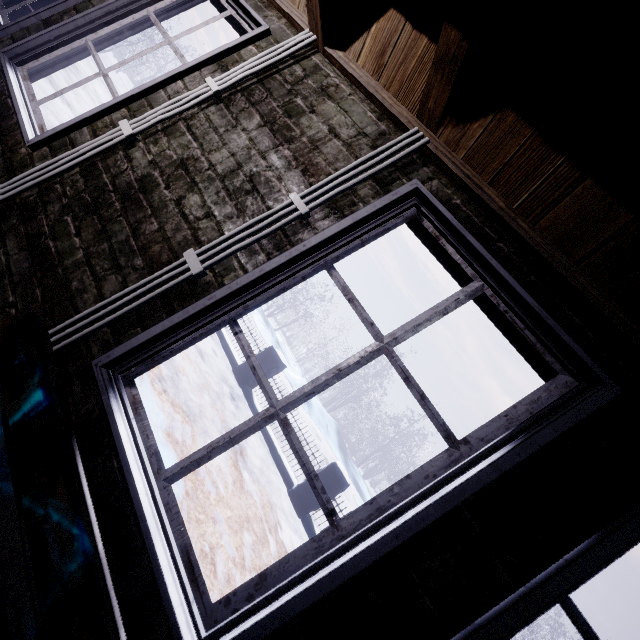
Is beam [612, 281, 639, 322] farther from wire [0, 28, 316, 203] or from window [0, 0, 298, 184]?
wire [0, 28, 316, 203]

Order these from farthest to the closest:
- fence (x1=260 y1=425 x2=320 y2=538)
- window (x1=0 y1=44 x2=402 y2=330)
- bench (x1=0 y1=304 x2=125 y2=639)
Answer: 1. fence (x1=260 y1=425 x2=320 y2=538)
2. window (x1=0 y1=44 x2=402 y2=330)
3. bench (x1=0 y1=304 x2=125 y2=639)

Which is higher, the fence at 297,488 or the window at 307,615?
the window at 307,615

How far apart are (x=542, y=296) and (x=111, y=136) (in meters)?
1.83

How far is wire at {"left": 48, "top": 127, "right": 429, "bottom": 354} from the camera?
1.1 meters

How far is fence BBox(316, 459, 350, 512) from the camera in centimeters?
501cm

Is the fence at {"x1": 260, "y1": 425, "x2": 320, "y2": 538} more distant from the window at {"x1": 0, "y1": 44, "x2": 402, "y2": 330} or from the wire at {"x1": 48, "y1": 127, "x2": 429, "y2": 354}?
the wire at {"x1": 48, "y1": 127, "x2": 429, "y2": 354}

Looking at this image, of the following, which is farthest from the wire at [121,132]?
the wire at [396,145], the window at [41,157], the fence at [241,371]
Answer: the fence at [241,371]
